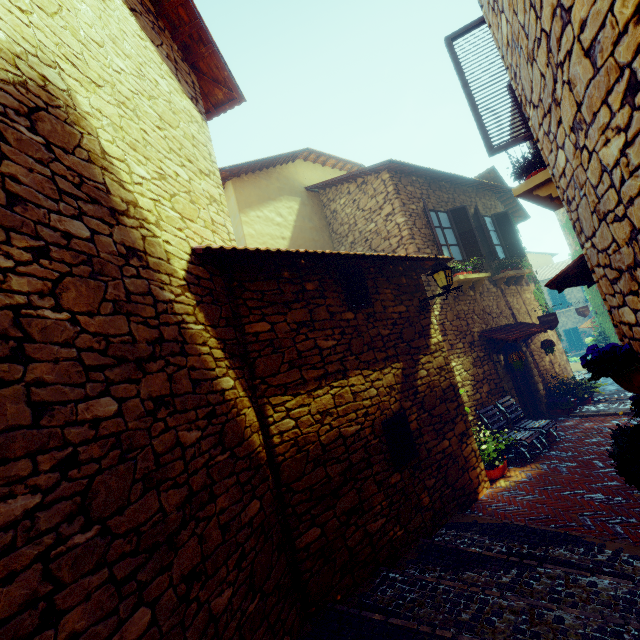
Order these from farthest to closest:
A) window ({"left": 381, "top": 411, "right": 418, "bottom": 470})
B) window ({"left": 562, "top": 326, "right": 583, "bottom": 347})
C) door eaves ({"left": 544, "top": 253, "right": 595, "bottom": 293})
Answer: window ({"left": 562, "top": 326, "right": 583, "bottom": 347}) → window ({"left": 381, "top": 411, "right": 418, "bottom": 470}) → door eaves ({"left": 544, "top": 253, "right": 595, "bottom": 293})

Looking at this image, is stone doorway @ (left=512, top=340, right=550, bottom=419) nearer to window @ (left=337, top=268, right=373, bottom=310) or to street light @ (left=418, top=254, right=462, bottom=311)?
street light @ (left=418, top=254, right=462, bottom=311)

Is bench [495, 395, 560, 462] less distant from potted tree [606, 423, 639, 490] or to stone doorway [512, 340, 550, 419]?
stone doorway [512, 340, 550, 419]

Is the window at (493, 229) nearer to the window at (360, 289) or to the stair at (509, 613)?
the window at (360, 289)

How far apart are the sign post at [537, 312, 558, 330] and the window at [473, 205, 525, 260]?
1.69m

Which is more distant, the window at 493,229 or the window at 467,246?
the window at 493,229

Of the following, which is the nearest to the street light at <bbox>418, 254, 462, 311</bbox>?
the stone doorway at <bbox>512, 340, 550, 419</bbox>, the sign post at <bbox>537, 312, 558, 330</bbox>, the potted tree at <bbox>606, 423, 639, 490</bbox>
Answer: the potted tree at <bbox>606, 423, 639, 490</bbox>

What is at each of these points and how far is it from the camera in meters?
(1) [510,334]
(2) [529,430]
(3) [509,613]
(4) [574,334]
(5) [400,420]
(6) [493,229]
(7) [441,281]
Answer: (1) door eaves, 8.2 m
(2) bench, 7.3 m
(3) stair, 3.0 m
(4) window, 27.2 m
(5) window, 5.1 m
(6) window, 10.4 m
(7) street light, 5.9 m
